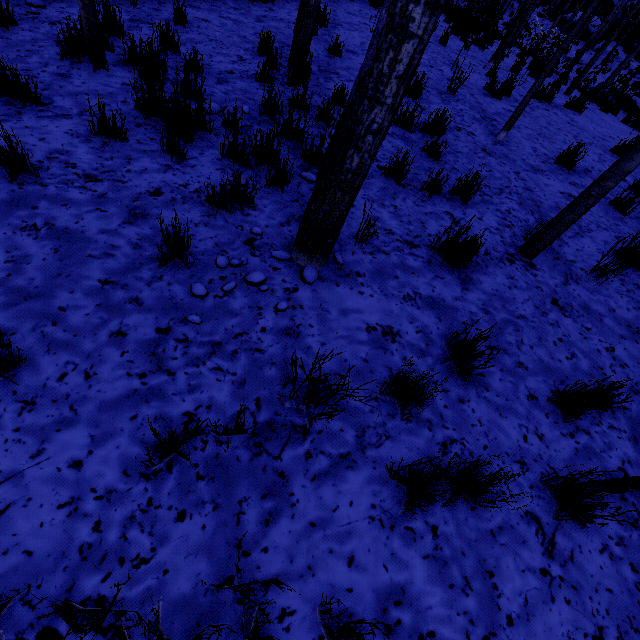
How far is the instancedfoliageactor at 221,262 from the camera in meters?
2.5 m

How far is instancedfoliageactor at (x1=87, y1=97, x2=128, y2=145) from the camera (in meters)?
2.98

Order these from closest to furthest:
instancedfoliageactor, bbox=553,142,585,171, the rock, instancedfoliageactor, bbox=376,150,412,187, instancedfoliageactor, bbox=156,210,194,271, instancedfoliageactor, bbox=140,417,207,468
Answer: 1. instancedfoliageactor, bbox=140,417,207,468
2. instancedfoliageactor, bbox=156,210,194,271
3. instancedfoliageactor, bbox=376,150,412,187
4. instancedfoliageactor, bbox=553,142,585,171
5. the rock

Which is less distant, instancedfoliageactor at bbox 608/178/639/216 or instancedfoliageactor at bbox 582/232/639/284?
instancedfoliageactor at bbox 582/232/639/284

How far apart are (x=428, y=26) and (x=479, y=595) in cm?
285

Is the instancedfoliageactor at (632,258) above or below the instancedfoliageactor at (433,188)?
above
